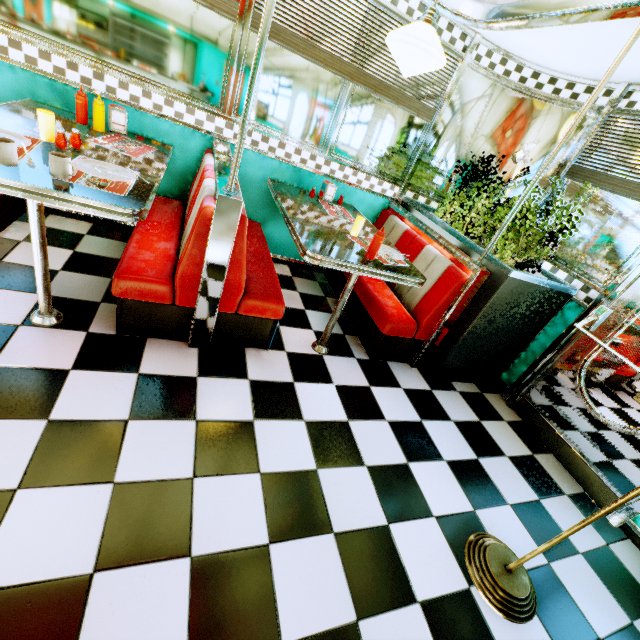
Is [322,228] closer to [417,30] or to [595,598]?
[417,30]

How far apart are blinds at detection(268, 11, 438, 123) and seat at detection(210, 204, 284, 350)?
0.94m

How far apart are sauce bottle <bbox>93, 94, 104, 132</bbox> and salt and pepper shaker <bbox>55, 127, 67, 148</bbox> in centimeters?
57cm

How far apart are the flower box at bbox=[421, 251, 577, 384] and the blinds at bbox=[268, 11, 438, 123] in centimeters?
77cm

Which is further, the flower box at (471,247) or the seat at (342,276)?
the seat at (342,276)

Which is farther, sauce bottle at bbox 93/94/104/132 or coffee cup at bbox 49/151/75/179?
sauce bottle at bbox 93/94/104/132

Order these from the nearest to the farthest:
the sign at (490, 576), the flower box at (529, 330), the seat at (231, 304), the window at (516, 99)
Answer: the sign at (490, 576), the seat at (231, 304), the flower box at (529, 330), the window at (516, 99)

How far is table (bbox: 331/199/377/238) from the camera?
2.85m
